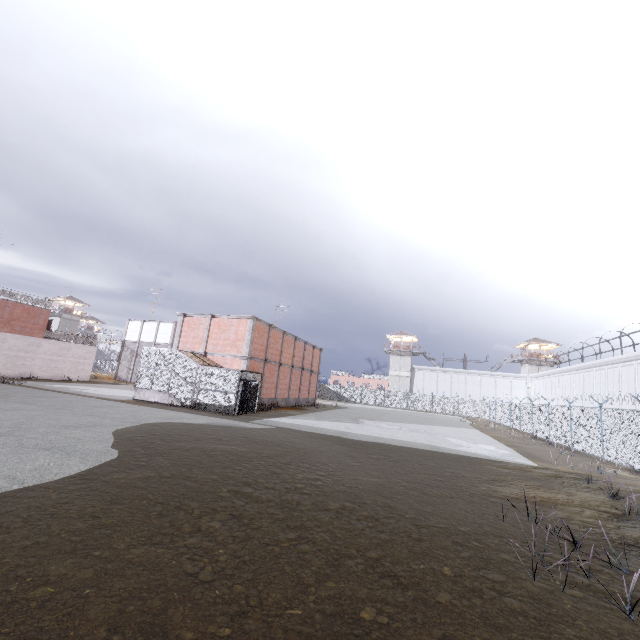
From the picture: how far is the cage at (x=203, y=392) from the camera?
21.0m

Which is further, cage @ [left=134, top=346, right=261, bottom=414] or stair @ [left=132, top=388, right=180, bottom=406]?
stair @ [left=132, top=388, right=180, bottom=406]

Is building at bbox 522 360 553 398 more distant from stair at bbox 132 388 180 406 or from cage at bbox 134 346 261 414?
stair at bbox 132 388 180 406

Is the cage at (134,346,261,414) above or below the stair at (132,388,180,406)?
above

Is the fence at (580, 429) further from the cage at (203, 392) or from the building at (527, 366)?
the building at (527, 366)

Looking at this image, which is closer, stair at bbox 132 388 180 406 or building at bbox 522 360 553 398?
stair at bbox 132 388 180 406

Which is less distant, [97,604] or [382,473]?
[97,604]

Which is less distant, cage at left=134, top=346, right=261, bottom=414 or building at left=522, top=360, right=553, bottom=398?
cage at left=134, top=346, right=261, bottom=414
